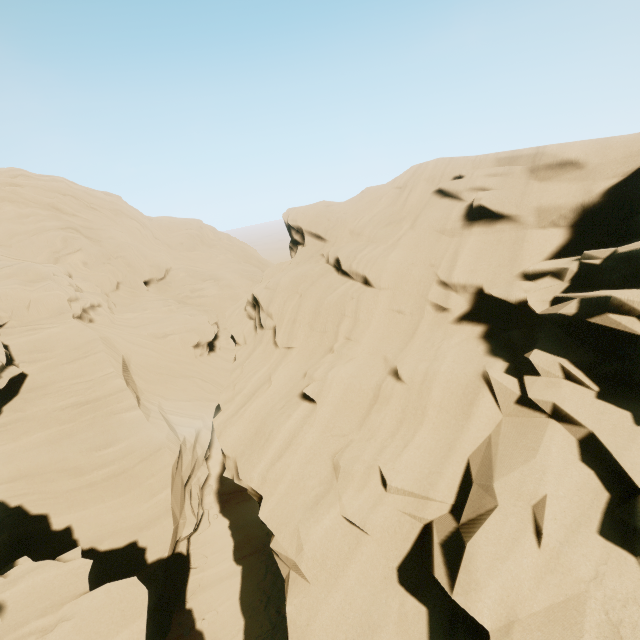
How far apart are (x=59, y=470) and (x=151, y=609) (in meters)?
6.84
